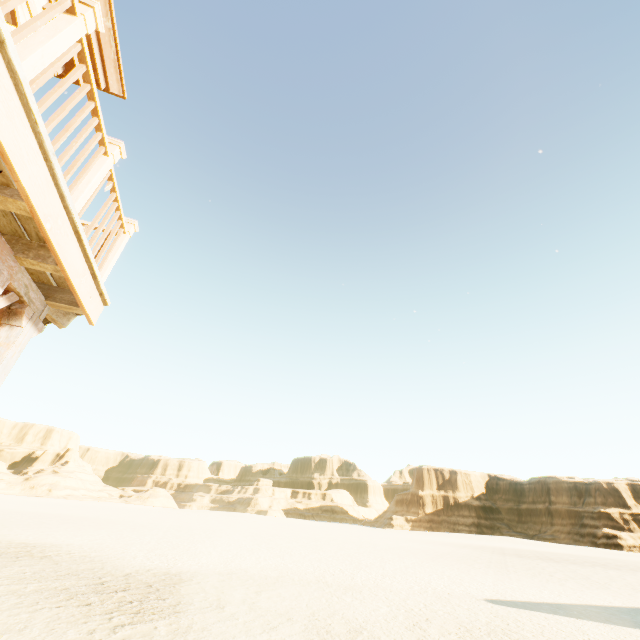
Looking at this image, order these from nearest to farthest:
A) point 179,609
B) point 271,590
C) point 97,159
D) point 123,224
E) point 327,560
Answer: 1. point 97,159
2. point 123,224
3. point 179,609
4. point 271,590
5. point 327,560
